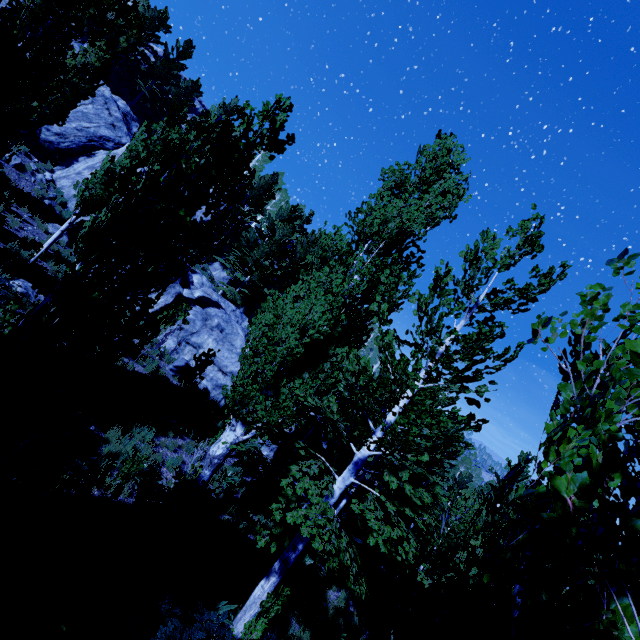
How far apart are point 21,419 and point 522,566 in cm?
573

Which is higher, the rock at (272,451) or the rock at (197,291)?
the rock at (197,291)

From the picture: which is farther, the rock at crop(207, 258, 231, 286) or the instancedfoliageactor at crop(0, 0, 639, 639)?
the rock at crop(207, 258, 231, 286)

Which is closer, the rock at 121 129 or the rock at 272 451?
the rock at 272 451

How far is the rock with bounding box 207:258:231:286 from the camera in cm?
3148

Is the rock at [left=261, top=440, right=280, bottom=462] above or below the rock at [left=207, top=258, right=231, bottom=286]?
below
